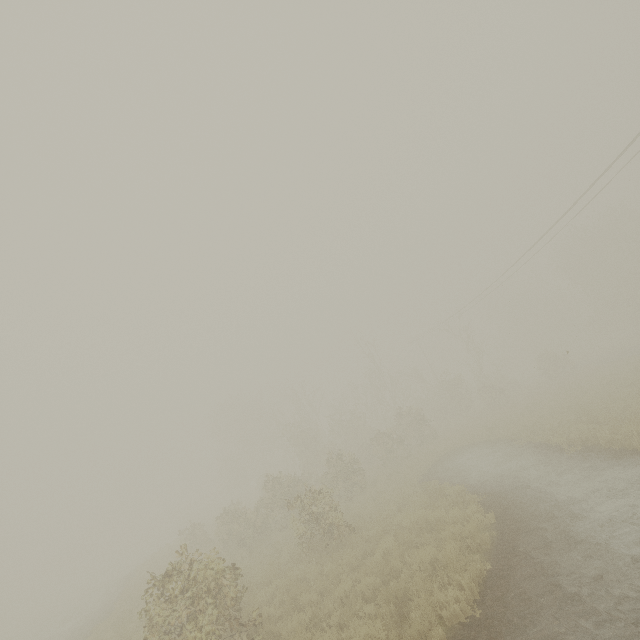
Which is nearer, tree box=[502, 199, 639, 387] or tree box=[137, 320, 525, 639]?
tree box=[137, 320, 525, 639]

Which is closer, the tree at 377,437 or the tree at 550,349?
the tree at 377,437

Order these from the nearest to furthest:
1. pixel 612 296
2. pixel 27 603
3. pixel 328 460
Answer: pixel 328 460 < pixel 27 603 < pixel 612 296
